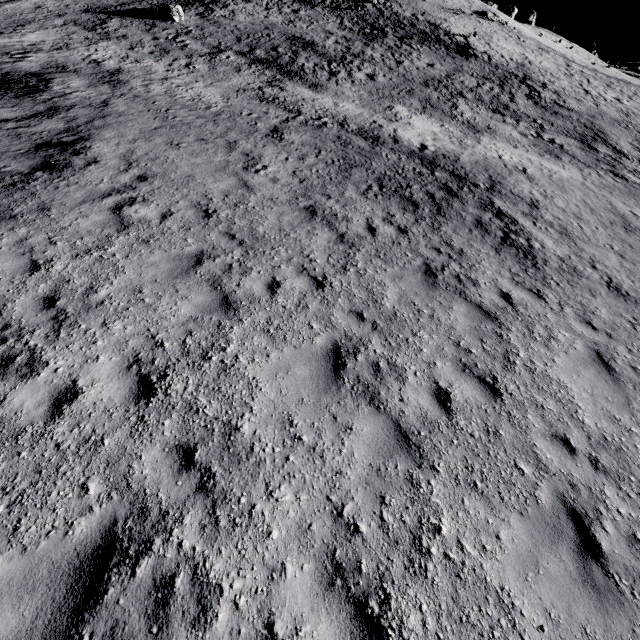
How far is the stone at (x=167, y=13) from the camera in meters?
27.6

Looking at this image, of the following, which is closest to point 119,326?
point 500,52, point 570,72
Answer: point 500,52

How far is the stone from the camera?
27.6m
